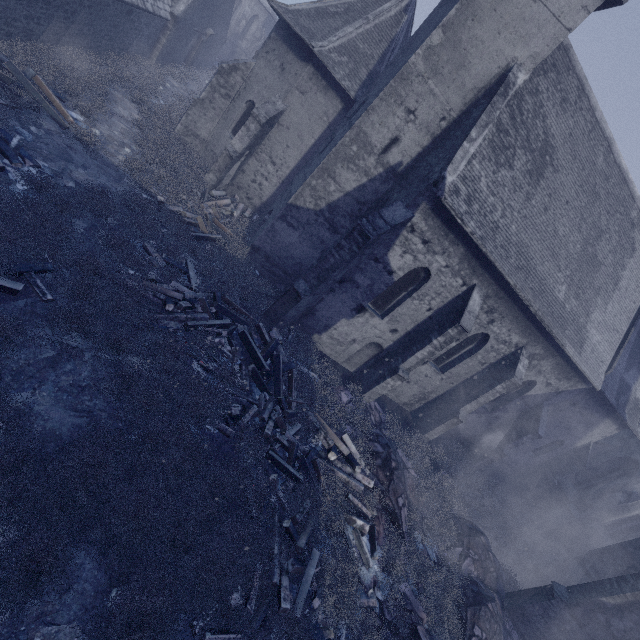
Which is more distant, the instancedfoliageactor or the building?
the building

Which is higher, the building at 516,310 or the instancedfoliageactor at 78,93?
the building at 516,310

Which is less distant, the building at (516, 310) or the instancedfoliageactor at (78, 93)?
the instancedfoliageactor at (78, 93)

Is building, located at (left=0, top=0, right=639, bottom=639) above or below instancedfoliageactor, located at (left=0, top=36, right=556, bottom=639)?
above

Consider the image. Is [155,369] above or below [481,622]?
below
